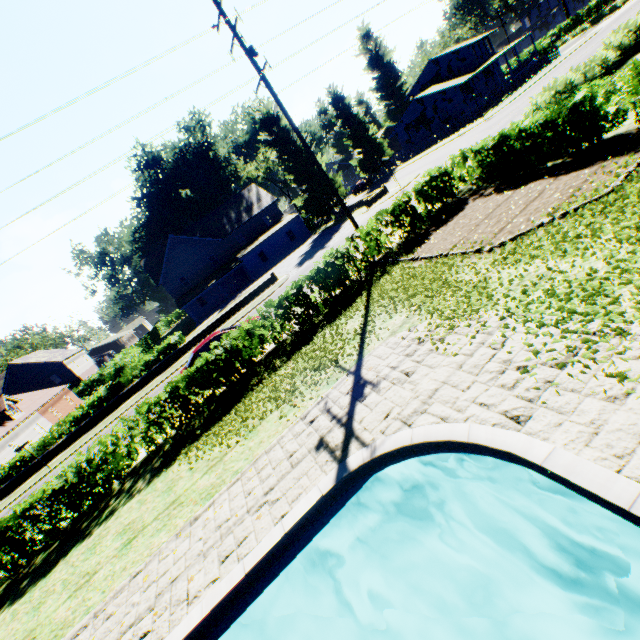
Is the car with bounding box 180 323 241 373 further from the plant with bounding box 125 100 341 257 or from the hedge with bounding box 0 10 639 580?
the plant with bounding box 125 100 341 257

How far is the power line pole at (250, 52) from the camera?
12.60m

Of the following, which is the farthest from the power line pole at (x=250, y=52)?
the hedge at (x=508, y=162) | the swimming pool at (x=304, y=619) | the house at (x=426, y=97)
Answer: the house at (x=426, y=97)

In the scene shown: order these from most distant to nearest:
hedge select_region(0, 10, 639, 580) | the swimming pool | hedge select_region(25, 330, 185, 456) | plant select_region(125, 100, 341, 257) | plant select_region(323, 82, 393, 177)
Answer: plant select_region(323, 82, 393, 177), plant select_region(125, 100, 341, 257), hedge select_region(25, 330, 185, 456), hedge select_region(0, 10, 639, 580), the swimming pool

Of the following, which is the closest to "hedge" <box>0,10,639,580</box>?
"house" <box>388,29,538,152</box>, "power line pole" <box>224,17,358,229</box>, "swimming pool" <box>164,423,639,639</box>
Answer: "power line pole" <box>224,17,358,229</box>

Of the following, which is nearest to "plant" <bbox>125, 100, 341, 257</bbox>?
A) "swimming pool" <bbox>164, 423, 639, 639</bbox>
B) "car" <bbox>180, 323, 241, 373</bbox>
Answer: "swimming pool" <bbox>164, 423, 639, 639</bbox>

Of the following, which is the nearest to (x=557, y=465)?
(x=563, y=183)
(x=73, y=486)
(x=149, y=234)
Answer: (x=563, y=183)

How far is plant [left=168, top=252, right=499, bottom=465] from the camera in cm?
809
